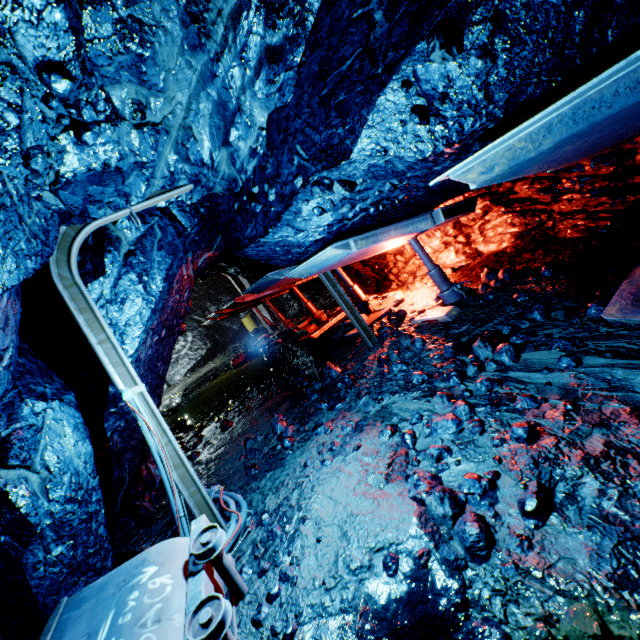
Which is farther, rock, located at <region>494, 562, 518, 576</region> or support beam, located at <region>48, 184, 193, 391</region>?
support beam, located at <region>48, 184, 193, 391</region>

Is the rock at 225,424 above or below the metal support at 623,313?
above

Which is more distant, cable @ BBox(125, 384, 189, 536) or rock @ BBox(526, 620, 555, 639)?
cable @ BBox(125, 384, 189, 536)

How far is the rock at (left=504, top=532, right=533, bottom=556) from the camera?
2.0 meters

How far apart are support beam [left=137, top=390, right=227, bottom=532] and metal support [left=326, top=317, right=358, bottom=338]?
4.5 meters

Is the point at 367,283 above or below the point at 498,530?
above

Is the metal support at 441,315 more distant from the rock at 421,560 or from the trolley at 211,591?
the trolley at 211,591
